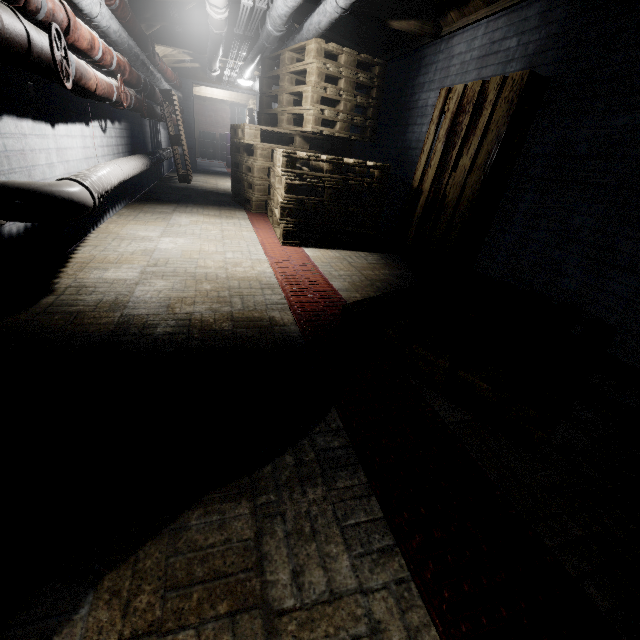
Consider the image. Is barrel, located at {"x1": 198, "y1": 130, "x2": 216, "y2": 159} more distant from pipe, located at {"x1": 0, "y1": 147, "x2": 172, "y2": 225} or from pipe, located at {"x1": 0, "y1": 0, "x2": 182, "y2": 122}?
pipe, located at {"x1": 0, "y1": 147, "x2": 172, "y2": 225}

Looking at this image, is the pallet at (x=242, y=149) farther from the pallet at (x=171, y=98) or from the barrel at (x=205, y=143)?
the barrel at (x=205, y=143)

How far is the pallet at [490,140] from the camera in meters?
1.2

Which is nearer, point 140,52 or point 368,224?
point 368,224

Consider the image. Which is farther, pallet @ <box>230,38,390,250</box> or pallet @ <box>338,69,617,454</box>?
pallet @ <box>230,38,390,250</box>

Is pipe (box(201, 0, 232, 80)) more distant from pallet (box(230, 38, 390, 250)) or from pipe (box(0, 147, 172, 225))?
pipe (box(0, 147, 172, 225))

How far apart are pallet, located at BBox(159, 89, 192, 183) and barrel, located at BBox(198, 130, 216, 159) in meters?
7.7 m

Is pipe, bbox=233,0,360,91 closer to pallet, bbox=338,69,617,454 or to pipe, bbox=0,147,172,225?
pallet, bbox=338,69,617,454
